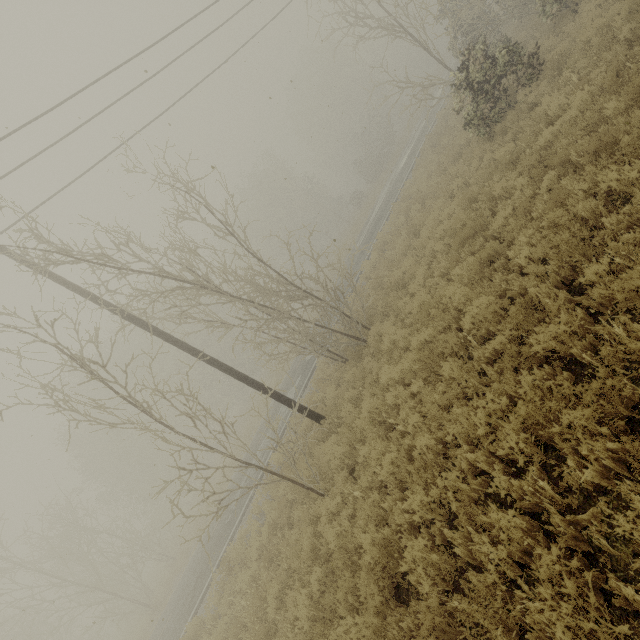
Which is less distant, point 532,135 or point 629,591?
point 629,591
